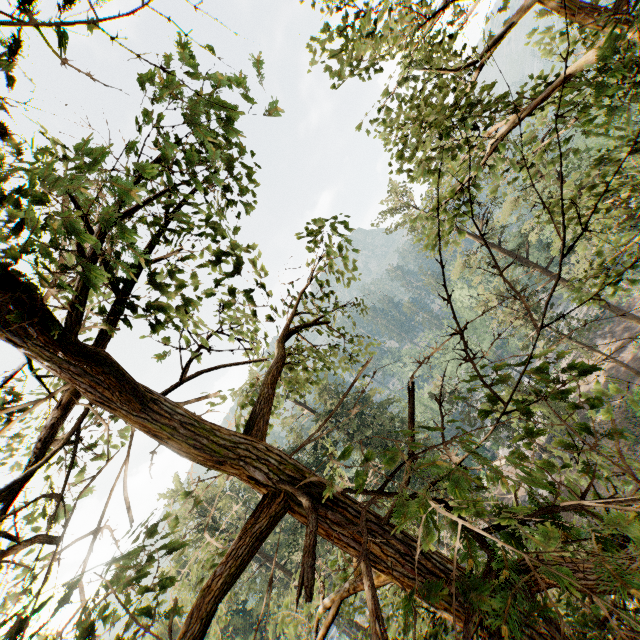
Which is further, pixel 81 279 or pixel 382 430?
pixel 382 430
